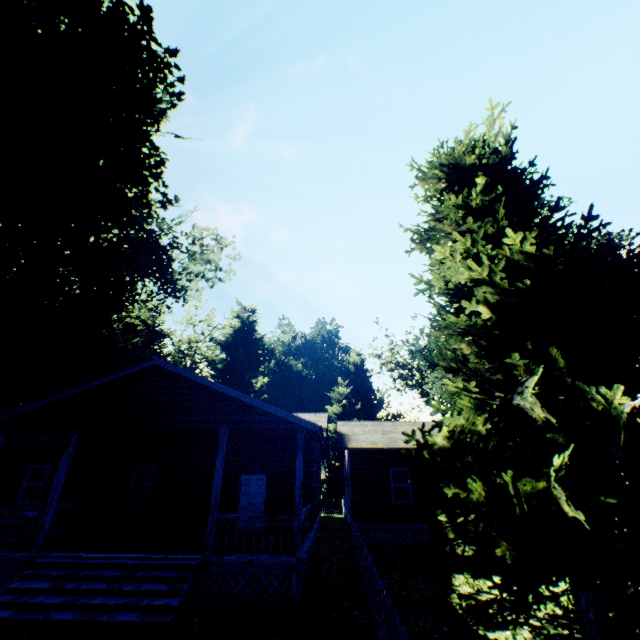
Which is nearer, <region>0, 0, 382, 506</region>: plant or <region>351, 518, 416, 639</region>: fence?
<region>351, 518, 416, 639</region>: fence

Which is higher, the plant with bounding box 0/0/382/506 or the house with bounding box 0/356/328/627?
the plant with bounding box 0/0/382/506

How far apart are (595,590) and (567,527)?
1.01m

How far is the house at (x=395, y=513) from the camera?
15.7m

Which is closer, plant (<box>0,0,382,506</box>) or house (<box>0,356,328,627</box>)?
house (<box>0,356,328,627</box>)

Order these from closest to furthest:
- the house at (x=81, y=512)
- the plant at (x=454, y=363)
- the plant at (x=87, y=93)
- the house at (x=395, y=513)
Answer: the plant at (x=454, y=363) < the house at (x=81, y=512) < the plant at (x=87, y=93) < the house at (x=395, y=513)

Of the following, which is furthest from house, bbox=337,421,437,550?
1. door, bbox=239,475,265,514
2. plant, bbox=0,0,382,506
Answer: plant, bbox=0,0,382,506
